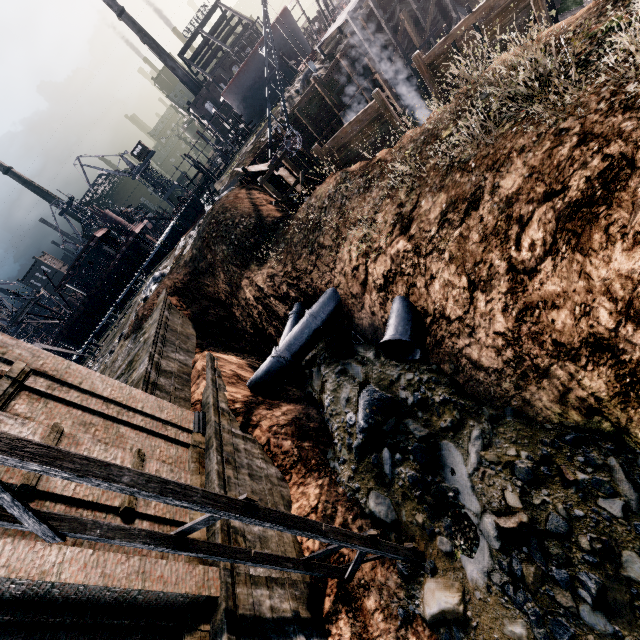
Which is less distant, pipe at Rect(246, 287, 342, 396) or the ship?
pipe at Rect(246, 287, 342, 396)

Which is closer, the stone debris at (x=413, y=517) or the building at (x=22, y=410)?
the stone debris at (x=413, y=517)

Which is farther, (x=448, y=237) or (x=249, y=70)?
(x=249, y=70)

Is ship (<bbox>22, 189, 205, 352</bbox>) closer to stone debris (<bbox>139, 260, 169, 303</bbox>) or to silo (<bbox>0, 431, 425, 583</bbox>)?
stone debris (<bbox>139, 260, 169, 303</bbox>)

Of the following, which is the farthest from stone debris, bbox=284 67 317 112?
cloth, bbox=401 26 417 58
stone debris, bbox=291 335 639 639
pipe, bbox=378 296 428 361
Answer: pipe, bbox=378 296 428 361

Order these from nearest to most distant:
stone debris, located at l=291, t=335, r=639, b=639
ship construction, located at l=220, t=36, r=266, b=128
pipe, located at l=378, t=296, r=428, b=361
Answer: stone debris, located at l=291, t=335, r=639, b=639
pipe, located at l=378, t=296, r=428, b=361
ship construction, located at l=220, t=36, r=266, b=128

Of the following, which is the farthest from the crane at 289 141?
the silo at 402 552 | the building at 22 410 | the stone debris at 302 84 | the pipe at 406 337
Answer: the silo at 402 552

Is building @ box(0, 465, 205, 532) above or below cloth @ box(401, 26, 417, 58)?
above
